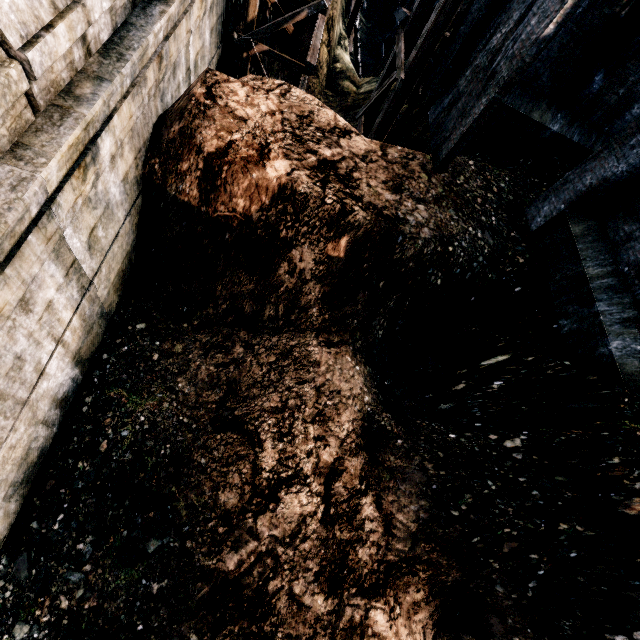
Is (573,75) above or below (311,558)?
above

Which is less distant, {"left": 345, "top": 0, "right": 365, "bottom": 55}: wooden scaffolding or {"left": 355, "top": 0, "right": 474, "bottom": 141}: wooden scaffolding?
{"left": 355, "top": 0, "right": 474, "bottom": 141}: wooden scaffolding

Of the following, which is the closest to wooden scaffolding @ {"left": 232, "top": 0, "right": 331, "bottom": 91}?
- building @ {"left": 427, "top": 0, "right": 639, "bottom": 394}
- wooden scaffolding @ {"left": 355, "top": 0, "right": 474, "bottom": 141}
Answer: wooden scaffolding @ {"left": 355, "top": 0, "right": 474, "bottom": 141}

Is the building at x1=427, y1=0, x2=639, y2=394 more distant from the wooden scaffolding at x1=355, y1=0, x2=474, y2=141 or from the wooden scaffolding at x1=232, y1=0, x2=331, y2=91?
the wooden scaffolding at x1=232, y1=0, x2=331, y2=91

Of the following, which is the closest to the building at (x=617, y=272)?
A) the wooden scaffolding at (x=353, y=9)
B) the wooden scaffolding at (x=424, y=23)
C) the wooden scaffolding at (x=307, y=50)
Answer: the wooden scaffolding at (x=424, y=23)

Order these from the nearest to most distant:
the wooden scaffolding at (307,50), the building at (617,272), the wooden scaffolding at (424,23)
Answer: the building at (617,272)
the wooden scaffolding at (424,23)
the wooden scaffolding at (307,50)

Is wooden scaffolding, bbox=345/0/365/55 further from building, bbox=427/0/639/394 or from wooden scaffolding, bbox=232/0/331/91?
building, bbox=427/0/639/394
